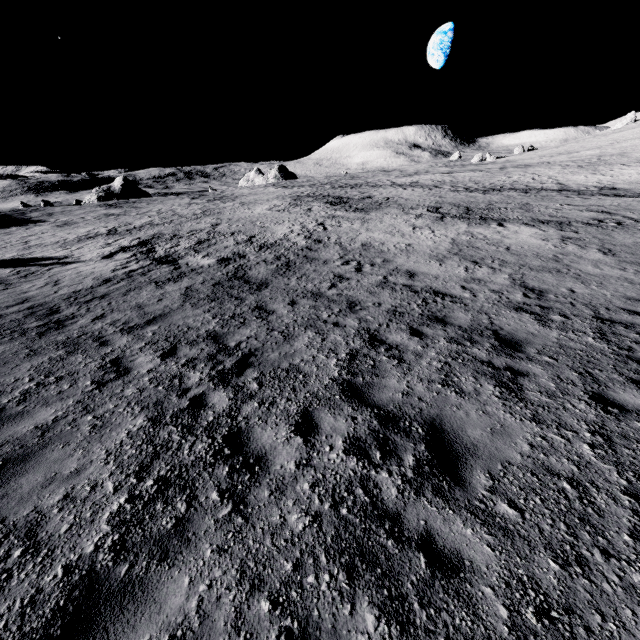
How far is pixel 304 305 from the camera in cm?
998
